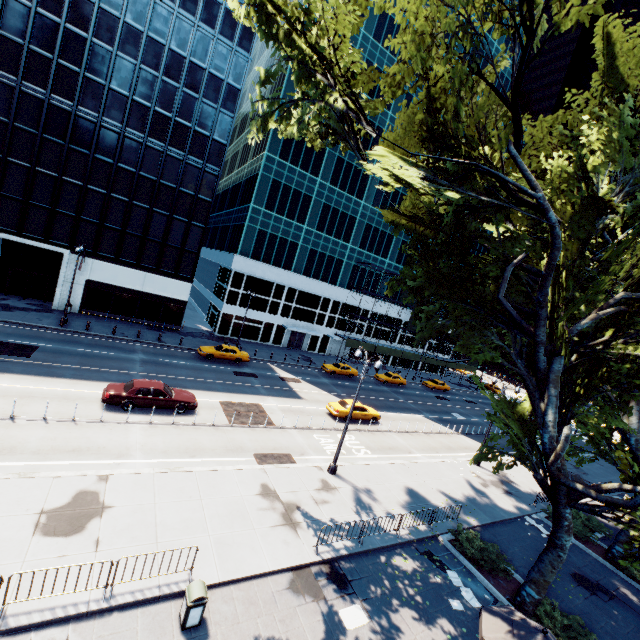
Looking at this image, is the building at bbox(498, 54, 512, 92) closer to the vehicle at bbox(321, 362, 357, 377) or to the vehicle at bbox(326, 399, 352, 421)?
the vehicle at bbox(321, 362, 357, 377)

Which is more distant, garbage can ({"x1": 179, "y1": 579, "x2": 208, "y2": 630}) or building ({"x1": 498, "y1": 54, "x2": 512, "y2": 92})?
building ({"x1": 498, "y1": 54, "x2": 512, "y2": 92})

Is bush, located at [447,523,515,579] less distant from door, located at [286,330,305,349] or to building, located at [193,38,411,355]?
building, located at [193,38,411,355]

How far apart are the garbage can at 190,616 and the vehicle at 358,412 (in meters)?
17.72

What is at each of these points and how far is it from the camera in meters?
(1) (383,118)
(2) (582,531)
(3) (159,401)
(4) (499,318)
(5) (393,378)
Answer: (1) building, 47.1
(2) bush, 20.1
(3) vehicle, 19.4
(4) tree, 14.4
(5) vehicle, 45.3

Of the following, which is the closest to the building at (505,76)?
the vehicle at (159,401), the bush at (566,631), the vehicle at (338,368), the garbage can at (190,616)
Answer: the vehicle at (338,368)

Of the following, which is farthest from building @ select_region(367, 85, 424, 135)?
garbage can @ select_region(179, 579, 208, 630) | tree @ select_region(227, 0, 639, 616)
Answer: garbage can @ select_region(179, 579, 208, 630)

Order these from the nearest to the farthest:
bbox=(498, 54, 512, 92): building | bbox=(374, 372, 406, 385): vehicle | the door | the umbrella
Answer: the umbrella, bbox=(374, 372, 406, 385): vehicle, the door, bbox=(498, 54, 512, 92): building
